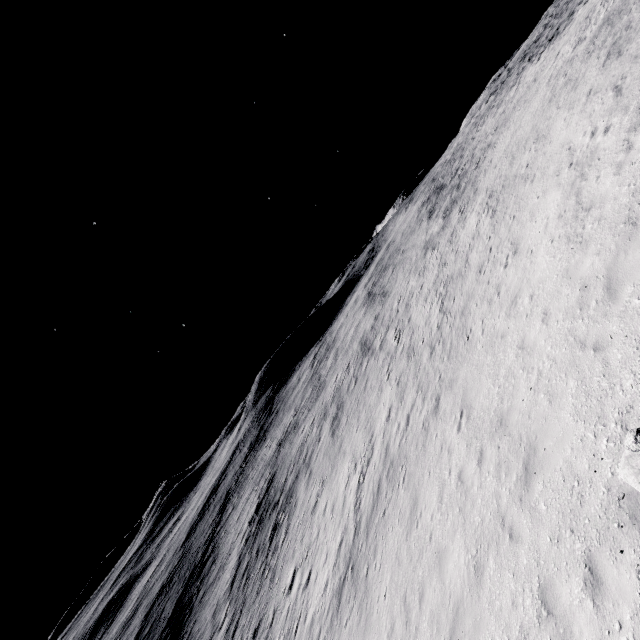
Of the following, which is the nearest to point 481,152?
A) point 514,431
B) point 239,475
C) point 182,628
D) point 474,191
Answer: point 474,191
